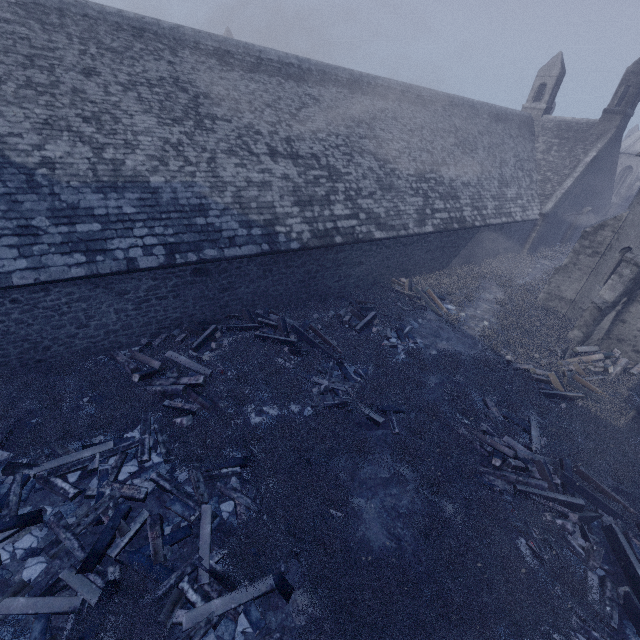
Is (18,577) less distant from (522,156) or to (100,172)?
(100,172)

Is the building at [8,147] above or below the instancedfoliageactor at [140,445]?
above

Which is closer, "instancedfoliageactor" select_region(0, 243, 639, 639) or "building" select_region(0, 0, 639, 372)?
"instancedfoliageactor" select_region(0, 243, 639, 639)

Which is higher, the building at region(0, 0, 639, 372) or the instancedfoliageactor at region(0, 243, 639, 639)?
the building at region(0, 0, 639, 372)

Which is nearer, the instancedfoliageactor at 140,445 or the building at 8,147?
the instancedfoliageactor at 140,445
